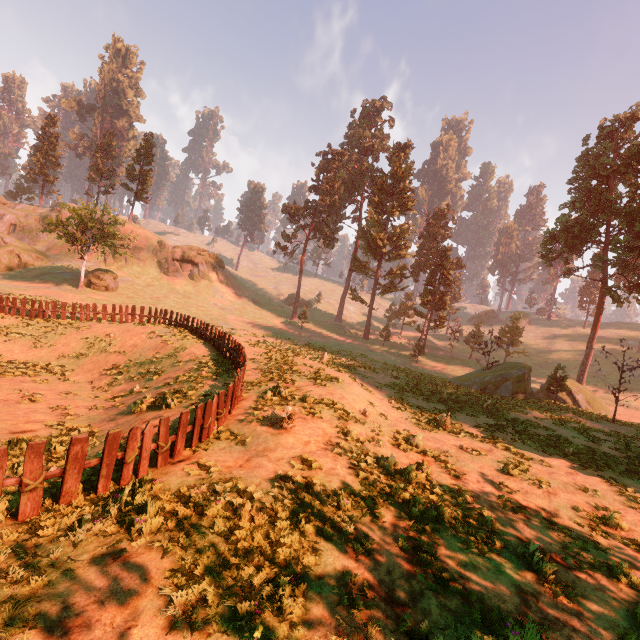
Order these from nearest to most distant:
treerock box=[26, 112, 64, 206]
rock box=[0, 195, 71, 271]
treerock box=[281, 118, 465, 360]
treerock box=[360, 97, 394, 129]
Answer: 1. rock box=[0, 195, 71, 271]
2. treerock box=[281, 118, 465, 360]
3. treerock box=[26, 112, 64, 206]
4. treerock box=[360, 97, 394, 129]

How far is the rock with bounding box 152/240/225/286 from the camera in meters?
53.1 m

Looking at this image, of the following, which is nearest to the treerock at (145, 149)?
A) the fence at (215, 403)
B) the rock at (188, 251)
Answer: the fence at (215, 403)

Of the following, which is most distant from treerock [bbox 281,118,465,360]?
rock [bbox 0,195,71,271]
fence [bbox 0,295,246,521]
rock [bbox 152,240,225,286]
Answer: rock [bbox 152,240,225,286]

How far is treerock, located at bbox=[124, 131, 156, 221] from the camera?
56.8 meters

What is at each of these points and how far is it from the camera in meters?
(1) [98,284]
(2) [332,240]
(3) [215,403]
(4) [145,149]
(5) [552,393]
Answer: (1) treerock, 38.5
(2) treerock, 56.1
(3) fence, 9.5
(4) treerock, 57.6
(5) treerock, 28.8

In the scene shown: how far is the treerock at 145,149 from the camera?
56.8 meters
